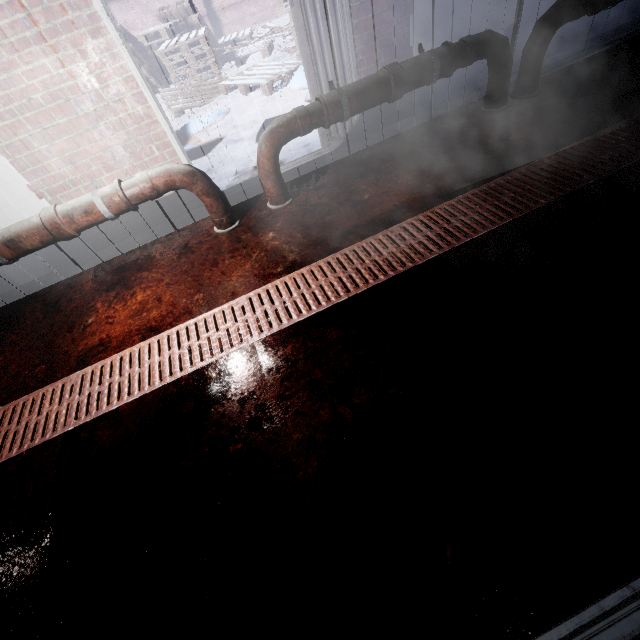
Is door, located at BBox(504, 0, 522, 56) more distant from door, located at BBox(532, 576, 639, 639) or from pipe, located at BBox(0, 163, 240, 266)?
door, located at BBox(532, 576, 639, 639)

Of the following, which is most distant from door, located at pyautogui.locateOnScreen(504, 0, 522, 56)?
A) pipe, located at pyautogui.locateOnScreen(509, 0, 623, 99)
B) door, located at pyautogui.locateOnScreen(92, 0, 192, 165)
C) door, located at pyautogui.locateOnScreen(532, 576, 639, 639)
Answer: door, located at pyautogui.locateOnScreen(532, 576, 639, 639)

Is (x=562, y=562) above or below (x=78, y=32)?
below

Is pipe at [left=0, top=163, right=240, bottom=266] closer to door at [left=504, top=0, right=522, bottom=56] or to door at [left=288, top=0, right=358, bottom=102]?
door at [left=288, top=0, right=358, bottom=102]

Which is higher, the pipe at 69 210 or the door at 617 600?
the pipe at 69 210

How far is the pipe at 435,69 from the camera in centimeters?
222cm

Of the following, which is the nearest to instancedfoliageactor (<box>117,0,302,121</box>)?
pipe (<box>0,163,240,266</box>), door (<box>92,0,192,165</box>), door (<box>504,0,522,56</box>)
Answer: door (<box>92,0,192,165</box>)

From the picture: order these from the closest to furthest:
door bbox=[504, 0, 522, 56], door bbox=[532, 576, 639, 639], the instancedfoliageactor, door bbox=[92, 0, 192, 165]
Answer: door bbox=[532, 576, 639, 639] → door bbox=[92, 0, 192, 165] → door bbox=[504, 0, 522, 56] → the instancedfoliageactor
